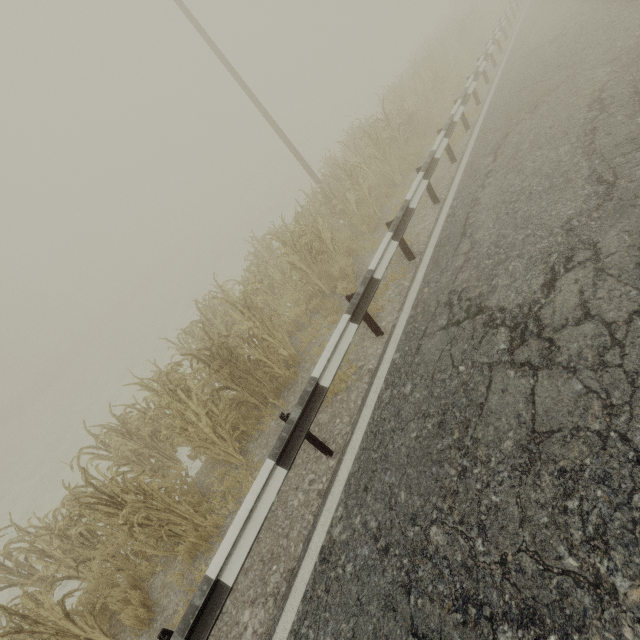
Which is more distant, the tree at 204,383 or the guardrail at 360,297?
the tree at 204,383

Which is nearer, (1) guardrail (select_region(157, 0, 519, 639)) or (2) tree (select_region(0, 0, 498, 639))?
(1) guardrail (select_region(157, 0, 519, 639))

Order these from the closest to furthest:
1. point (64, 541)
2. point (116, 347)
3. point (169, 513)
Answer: point (169, 513) < point (64, 541) < point (116, 347)
